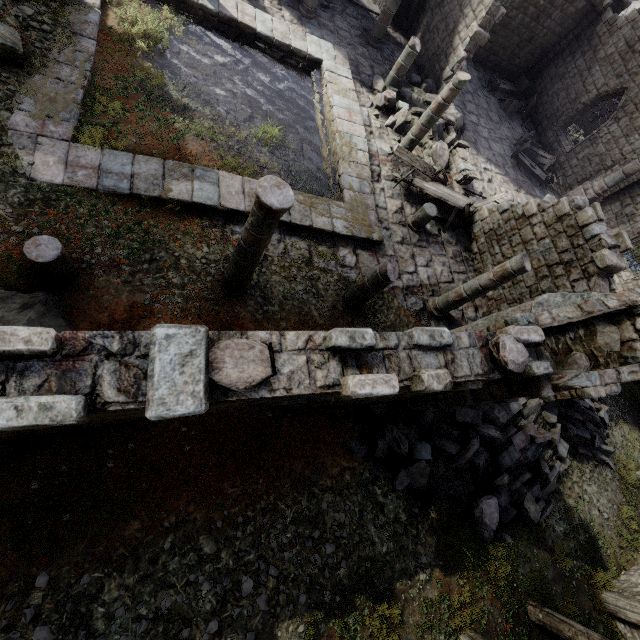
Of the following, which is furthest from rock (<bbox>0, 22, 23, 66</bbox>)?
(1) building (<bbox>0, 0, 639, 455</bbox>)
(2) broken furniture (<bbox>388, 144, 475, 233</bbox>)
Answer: (2) broken furniture (<bbox>388, 144, 475, 233</bbox>)

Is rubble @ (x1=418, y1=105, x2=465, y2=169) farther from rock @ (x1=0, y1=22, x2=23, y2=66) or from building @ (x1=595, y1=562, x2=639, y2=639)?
rock @ (x1=0, y1=22, x2=23, y2=66)

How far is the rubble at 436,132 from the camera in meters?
13.9

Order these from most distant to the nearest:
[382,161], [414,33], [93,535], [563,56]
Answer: [563,56], [414,33], [382,161], [93,535]

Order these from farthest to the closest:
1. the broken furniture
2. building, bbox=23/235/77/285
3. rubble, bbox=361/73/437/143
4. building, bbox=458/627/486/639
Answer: rubble, bbox=361/73/437/143, the broken furniture, building, bbox=458/627/486/639, building, bbox=23/235/77/285

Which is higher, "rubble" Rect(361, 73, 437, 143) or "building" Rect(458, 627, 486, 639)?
"building" Rect(458, 627, 486, 639)

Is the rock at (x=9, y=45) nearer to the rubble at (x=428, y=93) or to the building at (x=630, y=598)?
the building at (x=630, y=598)
